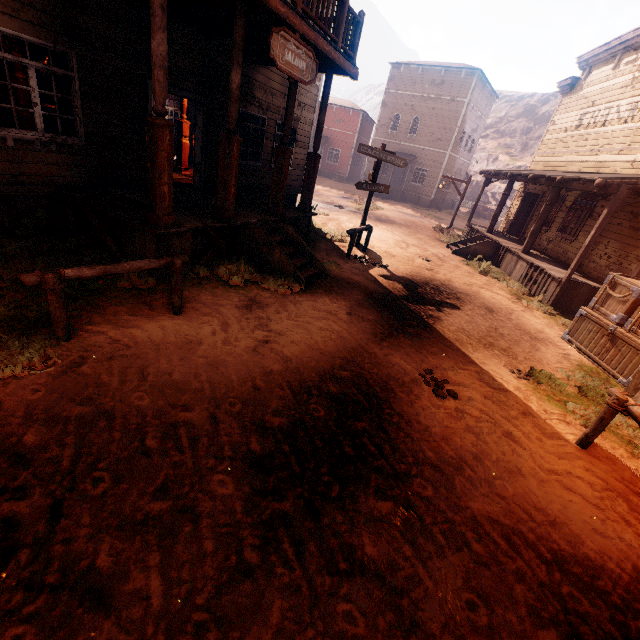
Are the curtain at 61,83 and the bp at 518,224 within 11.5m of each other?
no

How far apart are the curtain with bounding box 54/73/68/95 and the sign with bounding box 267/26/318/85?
3.8 meters

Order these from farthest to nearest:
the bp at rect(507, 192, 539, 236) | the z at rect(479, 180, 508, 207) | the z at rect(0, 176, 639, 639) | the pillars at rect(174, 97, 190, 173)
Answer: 1. the z at rect(479, 180, 508, 207)
2. the bp at rect(507, 192, 539, 236)
3. the pillars at rect(174, 97, 190, 173)
4. the z at rect(0, 176, 639, 639)

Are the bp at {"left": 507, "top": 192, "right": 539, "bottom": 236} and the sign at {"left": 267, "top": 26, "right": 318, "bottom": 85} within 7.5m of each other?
no

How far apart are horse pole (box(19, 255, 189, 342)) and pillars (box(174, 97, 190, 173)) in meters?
8.3

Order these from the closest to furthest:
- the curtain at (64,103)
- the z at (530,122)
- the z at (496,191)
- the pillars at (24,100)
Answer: the curtain at (64,103) → the pillars at (24,100) → the z at (496,191) → the z at (530,122)

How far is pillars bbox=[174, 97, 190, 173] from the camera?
10.8m

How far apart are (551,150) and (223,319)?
18.1m
